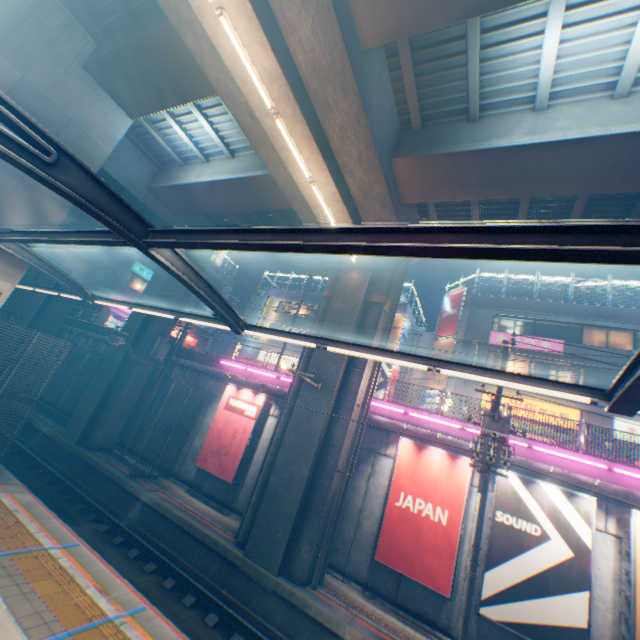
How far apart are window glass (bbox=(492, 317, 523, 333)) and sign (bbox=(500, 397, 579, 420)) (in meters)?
4.40

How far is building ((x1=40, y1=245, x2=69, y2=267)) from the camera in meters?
34.8

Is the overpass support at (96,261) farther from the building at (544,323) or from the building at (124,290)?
the building at (544,323)

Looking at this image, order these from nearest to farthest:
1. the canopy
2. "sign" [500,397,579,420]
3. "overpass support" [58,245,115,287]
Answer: the canopy < "sign" [500,397,579,420] < "overpass support" [58,245,115,287]

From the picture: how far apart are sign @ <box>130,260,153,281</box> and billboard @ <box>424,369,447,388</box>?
31.6 meters

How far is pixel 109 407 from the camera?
18.41m

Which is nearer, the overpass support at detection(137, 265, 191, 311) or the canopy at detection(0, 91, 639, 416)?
the canopy at detection(0, 91, 639, 416)

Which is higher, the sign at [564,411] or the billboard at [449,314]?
the billboard at [449,314]
